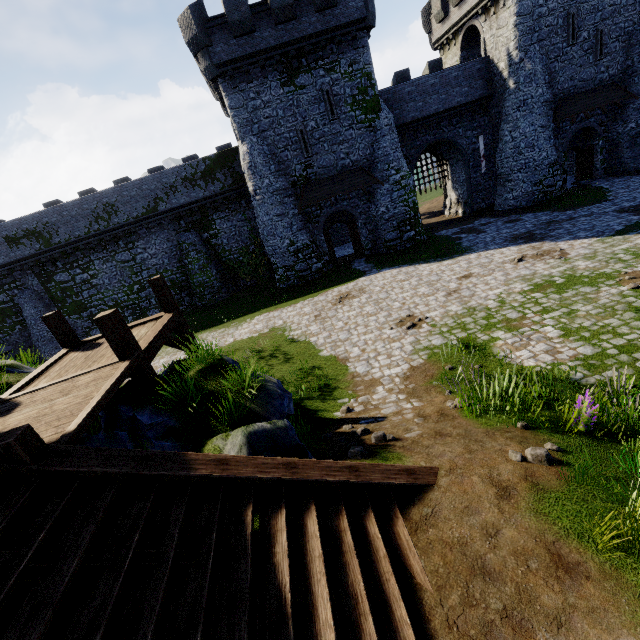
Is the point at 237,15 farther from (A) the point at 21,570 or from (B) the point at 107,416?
(A) the point at 21,570

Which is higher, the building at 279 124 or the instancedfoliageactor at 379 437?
the building at 279 124

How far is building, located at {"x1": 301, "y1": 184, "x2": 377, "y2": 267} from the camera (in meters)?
23.38

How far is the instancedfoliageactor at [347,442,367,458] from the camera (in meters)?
5.63

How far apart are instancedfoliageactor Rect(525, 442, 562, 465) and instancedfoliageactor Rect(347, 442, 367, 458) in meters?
2.2 m

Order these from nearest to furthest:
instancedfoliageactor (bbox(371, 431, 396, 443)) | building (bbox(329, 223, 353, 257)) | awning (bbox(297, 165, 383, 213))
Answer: instancedfoliageactor (bbox(371, 431, 396, 443)) → awning (bbox(297, 165, 383, 213)) → building (bbox(329, 223, 353, 257))

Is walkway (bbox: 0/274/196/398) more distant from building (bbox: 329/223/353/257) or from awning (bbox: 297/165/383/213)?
building (bbox: 329/223/353/257)

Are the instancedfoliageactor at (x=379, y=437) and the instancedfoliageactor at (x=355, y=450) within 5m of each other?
yes
